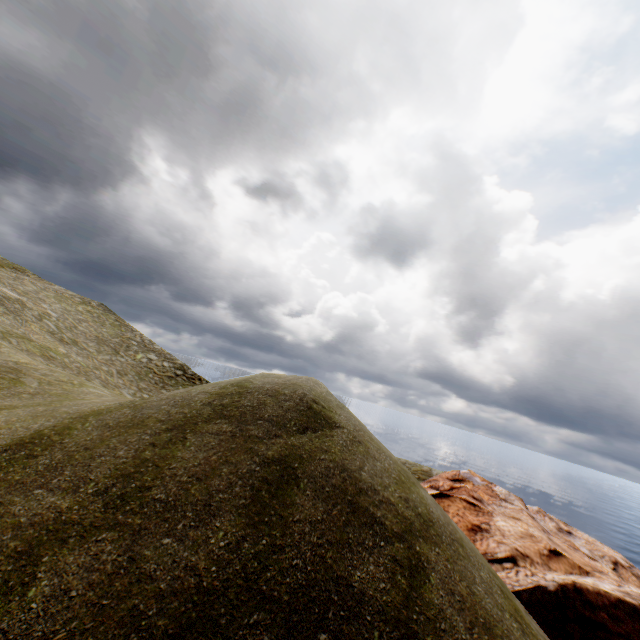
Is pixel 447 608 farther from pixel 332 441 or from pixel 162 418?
pixel 162 418
